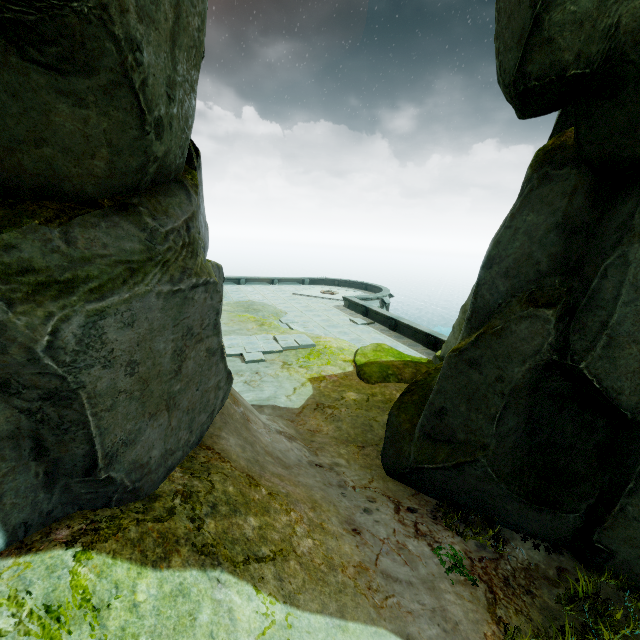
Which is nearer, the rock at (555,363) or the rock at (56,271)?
the rock at (56,271)

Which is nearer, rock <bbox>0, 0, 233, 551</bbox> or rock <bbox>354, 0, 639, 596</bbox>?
rock <bbox>0, 0, 233, 551</bbox>

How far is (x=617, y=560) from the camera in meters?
4.7
